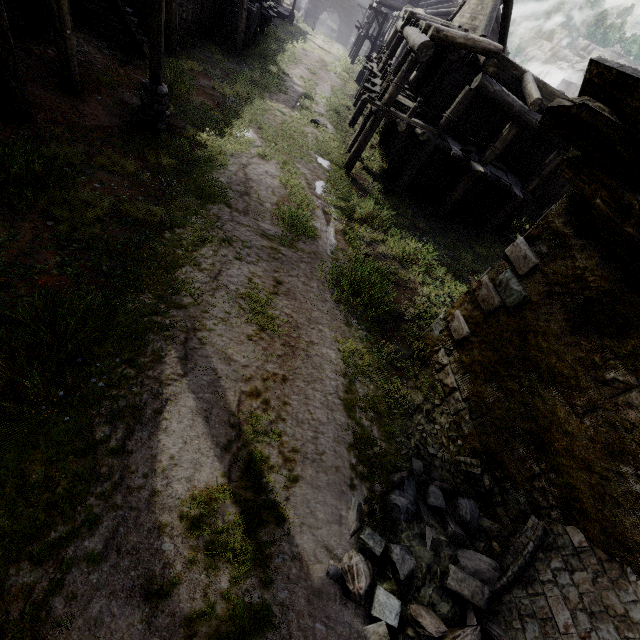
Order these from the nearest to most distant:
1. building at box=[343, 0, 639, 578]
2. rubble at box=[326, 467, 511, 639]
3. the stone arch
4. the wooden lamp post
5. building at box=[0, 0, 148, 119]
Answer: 1. rubble at box=[326, 467, 511, 639]
2. building at box=[343, 0, 639, 578]
3. building at box=[0, 0, 148, 119]
4. the wooden lamp post
5. the stone arch

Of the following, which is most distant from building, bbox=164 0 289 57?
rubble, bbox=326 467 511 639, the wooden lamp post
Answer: the wooden lamp post

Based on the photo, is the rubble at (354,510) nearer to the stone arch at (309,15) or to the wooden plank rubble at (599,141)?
the wooden plank rubble at (599,141)

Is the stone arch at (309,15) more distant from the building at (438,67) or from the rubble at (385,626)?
the rubble at (385,626)

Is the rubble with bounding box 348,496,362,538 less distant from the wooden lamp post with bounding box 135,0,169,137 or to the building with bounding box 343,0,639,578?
the building with bounding box 343,0,639,578

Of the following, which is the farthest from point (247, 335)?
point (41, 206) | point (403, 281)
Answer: point (403, 281)

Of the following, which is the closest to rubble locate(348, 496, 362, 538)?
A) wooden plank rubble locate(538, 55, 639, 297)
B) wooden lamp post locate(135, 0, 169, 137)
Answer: wooden plank rubble locate(538, 55, 639, 297)
